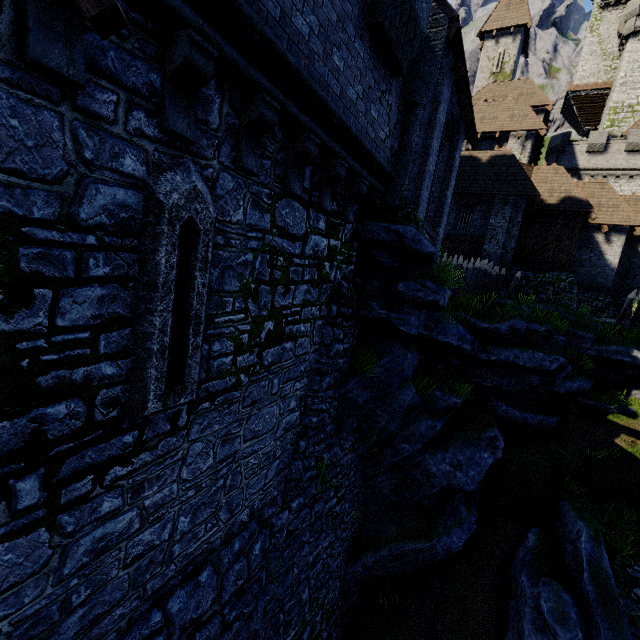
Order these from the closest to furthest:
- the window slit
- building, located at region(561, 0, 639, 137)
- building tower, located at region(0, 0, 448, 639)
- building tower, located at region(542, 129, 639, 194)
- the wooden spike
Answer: building tower, located at region(0, 0, 448, 639) → the window slit → the wooden spike → building tower, located at region(542, 129, 639, 194) → building, located at region(561, 0, 639, 137)

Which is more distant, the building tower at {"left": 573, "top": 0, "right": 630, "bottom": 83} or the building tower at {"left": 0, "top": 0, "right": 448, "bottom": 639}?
the building tower at {"left": 573, "top": 0, "right": 630, "bottom": 83}

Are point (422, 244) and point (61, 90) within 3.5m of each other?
no

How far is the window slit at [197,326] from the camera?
3.2 meters

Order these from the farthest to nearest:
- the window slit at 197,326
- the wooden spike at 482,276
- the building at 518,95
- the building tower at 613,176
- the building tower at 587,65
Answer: the building tower at 587,65
the building tower at 613,176
the wooden spike at 482,276
the building at 518,95
the window slit at 197,326

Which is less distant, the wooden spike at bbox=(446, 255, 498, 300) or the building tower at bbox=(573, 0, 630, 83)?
the wooden spike at bbox=(446, 255, 498, 300)

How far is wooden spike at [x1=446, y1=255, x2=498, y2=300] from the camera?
15.1 meters

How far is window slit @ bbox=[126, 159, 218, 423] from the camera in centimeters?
320cm
